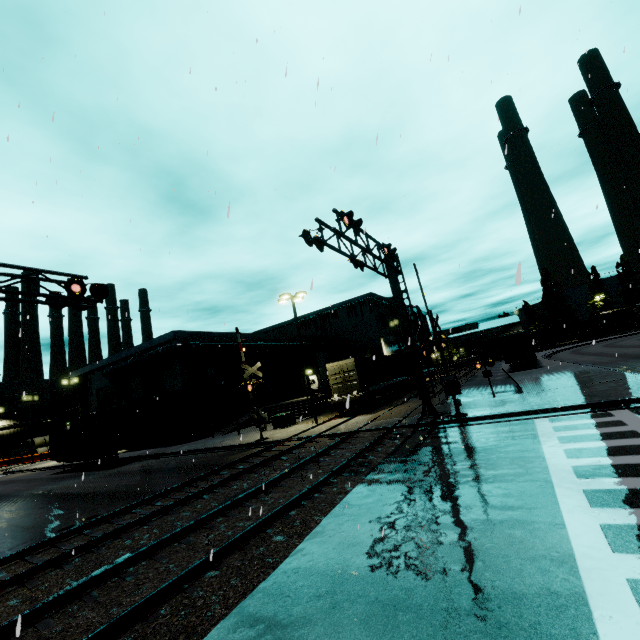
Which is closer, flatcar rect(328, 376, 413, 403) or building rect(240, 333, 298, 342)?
flatcar rect(328, 376, 413, 403)

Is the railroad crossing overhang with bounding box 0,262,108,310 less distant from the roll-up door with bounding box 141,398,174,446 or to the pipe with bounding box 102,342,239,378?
the roll-up door with bounding box 141,398,174,446

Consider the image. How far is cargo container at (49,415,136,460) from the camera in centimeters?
2500cm

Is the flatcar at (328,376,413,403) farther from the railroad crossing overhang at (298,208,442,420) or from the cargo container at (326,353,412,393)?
the railroad crossing overhang at (298,208,442,420)

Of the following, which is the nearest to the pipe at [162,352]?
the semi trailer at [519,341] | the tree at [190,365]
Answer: the tree at [190,365]

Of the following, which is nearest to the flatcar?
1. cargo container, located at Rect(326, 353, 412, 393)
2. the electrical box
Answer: cargo container, located at Rect(326, 353, 412, 393)

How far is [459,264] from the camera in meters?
6.8 m

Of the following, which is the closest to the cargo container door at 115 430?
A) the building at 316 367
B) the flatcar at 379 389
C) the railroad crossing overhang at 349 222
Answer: the building at 316 367
